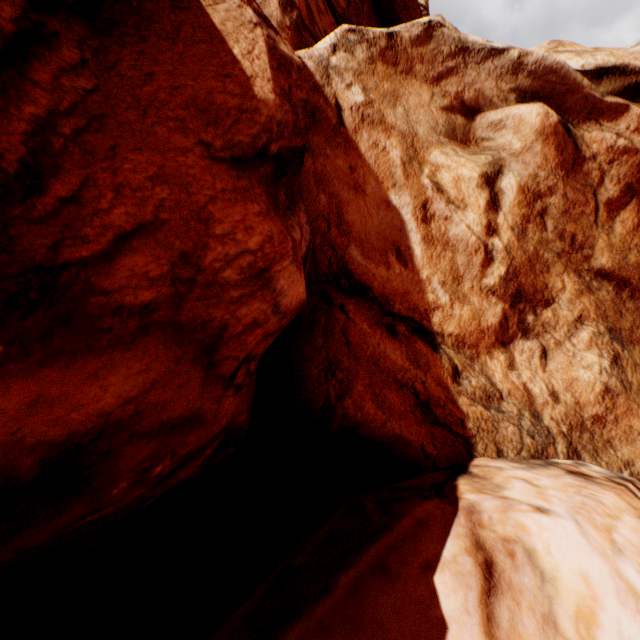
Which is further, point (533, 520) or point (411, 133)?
point (411, 133)
